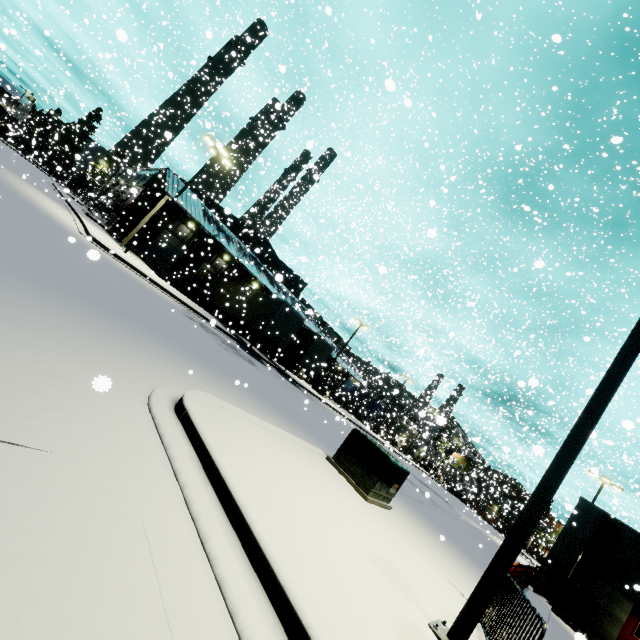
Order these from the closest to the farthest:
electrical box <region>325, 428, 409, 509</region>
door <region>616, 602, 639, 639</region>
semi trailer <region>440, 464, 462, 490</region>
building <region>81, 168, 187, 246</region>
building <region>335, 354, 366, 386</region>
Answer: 1. electrical box <region>325, 428, 409, 509</region>
2. door <region>616, 602, 639, 639</region>
3. building <region>81, 168, 187, 246</region>
4. semi trailer <region>440, 464, 462, 490</region>
5. building <region>335, 354, 366, 386</region>

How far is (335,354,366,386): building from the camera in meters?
34.6

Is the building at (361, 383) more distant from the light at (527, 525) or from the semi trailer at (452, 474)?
the light at (527, 525)

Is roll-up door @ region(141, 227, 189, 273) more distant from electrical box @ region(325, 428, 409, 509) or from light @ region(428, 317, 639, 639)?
light @ region(428, 317, 639, 639)

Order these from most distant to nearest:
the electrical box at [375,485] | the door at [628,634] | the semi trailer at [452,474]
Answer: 1. the semi trailer at [452,474]
2. the door at [628,634]
3. the electrical box at [375,485]

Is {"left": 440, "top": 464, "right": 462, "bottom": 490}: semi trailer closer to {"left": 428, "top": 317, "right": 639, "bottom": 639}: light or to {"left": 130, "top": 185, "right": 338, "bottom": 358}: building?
{"left": 130, "top": 185, "right": 338, "bottom": 358}: building

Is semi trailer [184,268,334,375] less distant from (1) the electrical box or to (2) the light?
(1) the electrical box

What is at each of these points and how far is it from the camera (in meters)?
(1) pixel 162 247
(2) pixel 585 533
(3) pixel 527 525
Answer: (1) roll-up door, 31.50
(2) building, 15.15
(3) light, 3.97
